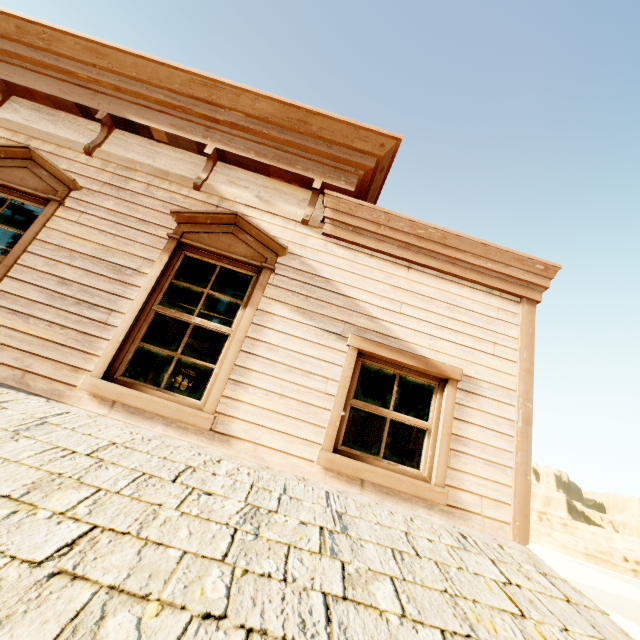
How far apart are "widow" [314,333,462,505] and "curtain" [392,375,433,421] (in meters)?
0.02

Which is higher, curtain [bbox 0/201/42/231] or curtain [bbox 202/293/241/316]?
curtain [bbox 0/201/42/231]

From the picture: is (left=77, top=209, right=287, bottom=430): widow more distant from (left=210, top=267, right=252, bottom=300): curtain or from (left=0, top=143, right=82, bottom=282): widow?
(left=0, top=143, right=82, bottom=282): widow

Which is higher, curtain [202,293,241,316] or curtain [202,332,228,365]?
curtain [202,293,241,316]

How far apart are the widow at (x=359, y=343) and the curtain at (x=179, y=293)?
1.2m

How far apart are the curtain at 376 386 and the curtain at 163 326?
Result: 1.3 meters

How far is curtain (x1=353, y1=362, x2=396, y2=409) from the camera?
3.54m

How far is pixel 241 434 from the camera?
3.0 meters
